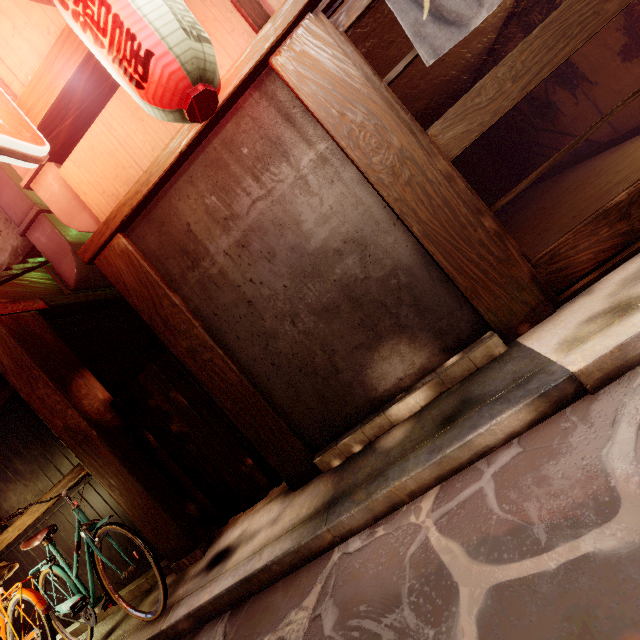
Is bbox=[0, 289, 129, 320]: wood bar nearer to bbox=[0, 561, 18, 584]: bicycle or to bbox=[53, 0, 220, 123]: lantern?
bbox=[0, 561, 18, 584]: bicycle

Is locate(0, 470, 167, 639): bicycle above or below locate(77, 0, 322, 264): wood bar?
below

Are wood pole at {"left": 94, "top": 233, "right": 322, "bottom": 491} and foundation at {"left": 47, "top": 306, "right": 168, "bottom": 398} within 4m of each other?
yes

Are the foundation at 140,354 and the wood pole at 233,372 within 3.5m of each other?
yes

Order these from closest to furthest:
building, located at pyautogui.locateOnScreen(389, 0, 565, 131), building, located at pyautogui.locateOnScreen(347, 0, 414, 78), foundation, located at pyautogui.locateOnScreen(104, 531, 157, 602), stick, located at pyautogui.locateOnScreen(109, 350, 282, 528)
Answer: building, located at pyautogui.locateOnScreen(347, 0, 414, 78) < stick, located at pyautogui.locateOnScreen(109, 350, 282, 528) < foundation, located at pyautogui.locateOnScreen(104, 531, 157, 602) < building, located at pyautogui.locateOnScreen(389, 0, 565, 131)

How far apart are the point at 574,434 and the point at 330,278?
3.4m

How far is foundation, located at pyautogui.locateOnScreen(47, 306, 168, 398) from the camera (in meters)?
7.41

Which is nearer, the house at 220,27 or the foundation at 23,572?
the house at 220,27
